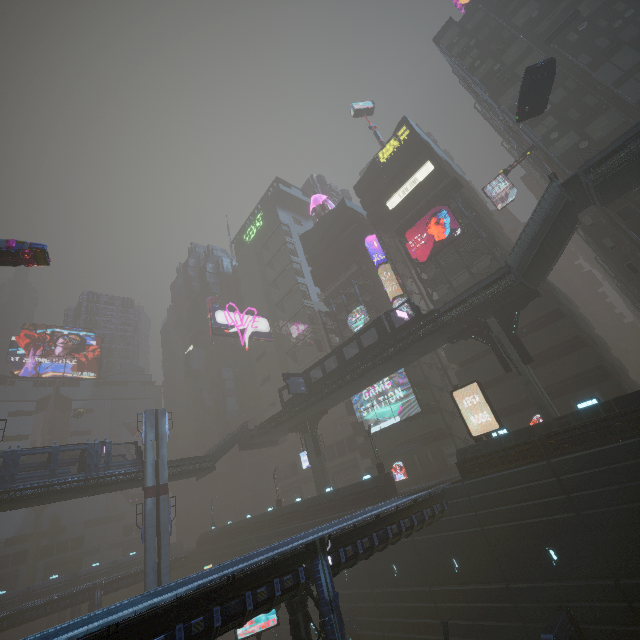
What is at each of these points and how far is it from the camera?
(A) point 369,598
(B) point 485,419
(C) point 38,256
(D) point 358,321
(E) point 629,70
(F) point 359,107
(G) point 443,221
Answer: (A) building, 27.3 meters
(B) building, 36.9 meters
(C) car, 21.4 meters
(D) sign, 45.0 meters
(E) building, 27.1 meters
(F) sign, 53.8 meters
(G) sign, 37.2 meters

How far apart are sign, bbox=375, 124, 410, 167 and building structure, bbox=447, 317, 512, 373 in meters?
30.5

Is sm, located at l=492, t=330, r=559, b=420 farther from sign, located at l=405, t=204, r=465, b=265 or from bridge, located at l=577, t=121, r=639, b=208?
sign, located at l=405, t=204, r=465, b=265

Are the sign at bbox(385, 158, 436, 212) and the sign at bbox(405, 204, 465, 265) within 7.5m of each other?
yes

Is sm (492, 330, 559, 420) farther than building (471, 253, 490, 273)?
No

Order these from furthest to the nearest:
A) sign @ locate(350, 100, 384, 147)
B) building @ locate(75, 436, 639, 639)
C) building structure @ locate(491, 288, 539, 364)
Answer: sign @ locate(350, 100, 384, 147) → building structure @ locate(491, 288, 539, 364) → building @ locate(75, 436, 639, 639)

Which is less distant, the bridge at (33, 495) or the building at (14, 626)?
the bridge at (33, 495)

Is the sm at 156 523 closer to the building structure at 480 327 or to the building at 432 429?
the building at 432 429
